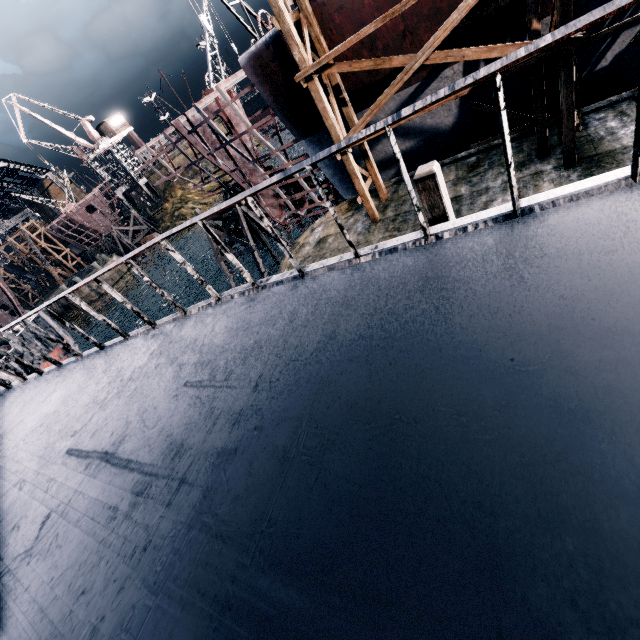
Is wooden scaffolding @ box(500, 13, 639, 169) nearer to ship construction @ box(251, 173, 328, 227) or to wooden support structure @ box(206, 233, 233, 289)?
ship construction @ box(251, 173, 328, 227)

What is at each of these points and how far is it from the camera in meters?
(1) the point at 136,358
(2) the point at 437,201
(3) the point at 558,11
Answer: (1) ship, 4.2
(2) wooden scaffolding, 6.2
(3) wooden scaffolding, 9.5

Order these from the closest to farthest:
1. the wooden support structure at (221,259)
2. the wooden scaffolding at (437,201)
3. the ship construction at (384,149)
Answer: the wooden scaffolding at (437,201) → the ship construction at (384,149) → the wooden support structure at (221,259)

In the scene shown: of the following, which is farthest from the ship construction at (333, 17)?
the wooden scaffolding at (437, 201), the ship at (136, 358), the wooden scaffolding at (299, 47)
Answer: the ship at (136, 358)

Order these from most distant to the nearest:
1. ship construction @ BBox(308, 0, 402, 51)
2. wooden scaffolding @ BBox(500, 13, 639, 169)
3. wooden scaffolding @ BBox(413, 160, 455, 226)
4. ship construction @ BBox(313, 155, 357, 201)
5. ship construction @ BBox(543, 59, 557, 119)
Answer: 1. ship construction @ BBox(313, 155, 357, 201)
2. ship construction @ BBox(543, 59, 557, 119)
3. ship construction @ BBox(308, 0, 402, 51)
4. wooden scaffolding @ BBox(500, 13, 639, 169)
5. wooden scaffolding @ BBox(413, 160, 455, 226)

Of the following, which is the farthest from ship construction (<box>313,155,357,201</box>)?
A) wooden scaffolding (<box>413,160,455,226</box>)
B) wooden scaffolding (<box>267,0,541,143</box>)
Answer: wooden scaffolding (<box>413,160,455,226</box>)

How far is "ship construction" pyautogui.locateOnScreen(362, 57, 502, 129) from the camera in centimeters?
1420cm
